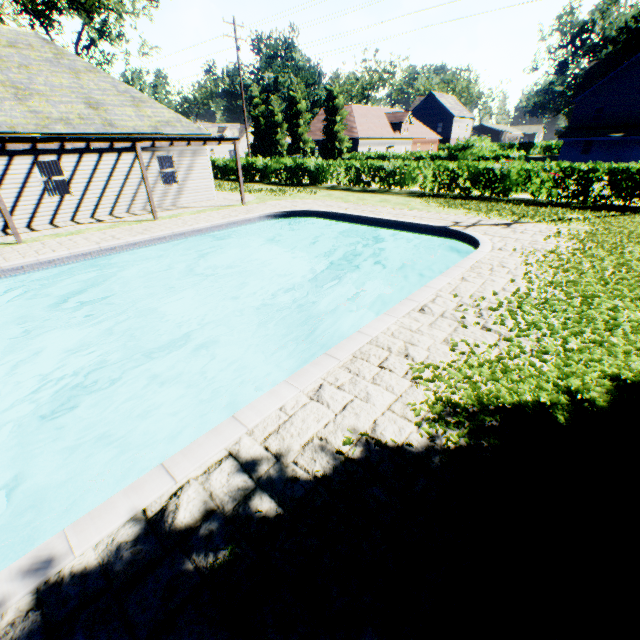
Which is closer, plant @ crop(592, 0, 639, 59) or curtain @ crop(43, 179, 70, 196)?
curtain @ crop(43, 179, 70, 196)

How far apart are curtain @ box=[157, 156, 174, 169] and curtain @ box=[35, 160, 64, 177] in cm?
390

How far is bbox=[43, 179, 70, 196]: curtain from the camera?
13.90m

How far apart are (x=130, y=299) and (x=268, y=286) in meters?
5.5

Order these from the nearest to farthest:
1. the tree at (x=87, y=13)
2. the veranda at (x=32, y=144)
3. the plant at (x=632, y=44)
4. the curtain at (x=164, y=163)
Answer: the veranda at (x=32, y=144)
the curtain at (x=164, y=163)
the tree at (x=87, y=13)
the plant at (x=632, y=44)

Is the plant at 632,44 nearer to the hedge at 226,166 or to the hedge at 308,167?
the hedge at 308,167

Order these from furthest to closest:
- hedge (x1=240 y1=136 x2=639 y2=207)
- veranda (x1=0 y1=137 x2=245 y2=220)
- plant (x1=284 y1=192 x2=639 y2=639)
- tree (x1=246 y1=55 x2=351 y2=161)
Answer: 1. tree (x1=246 y1=55 x2=351 y2=161)
2. hedge (x1=240 y1=136 x2=639 y2=207)
3. veranda (x1=0 y1=137 x2=245 y2=220)
4. plant (x1=284 y1=192 x2=639 y2=639)
